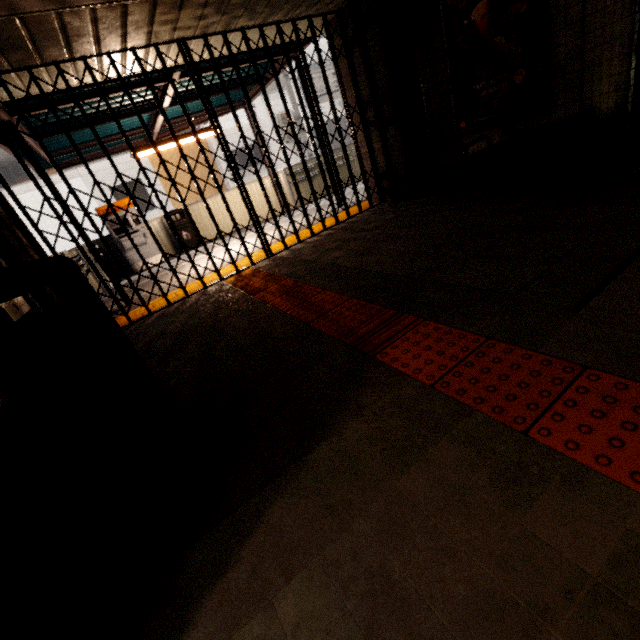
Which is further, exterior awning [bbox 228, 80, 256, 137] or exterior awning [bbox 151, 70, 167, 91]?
exterior awning [bbox 228, 80, 256, 137]

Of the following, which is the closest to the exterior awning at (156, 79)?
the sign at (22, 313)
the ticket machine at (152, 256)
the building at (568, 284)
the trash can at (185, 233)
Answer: the ticket machine at (152, 256)

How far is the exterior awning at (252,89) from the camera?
7.3 meters

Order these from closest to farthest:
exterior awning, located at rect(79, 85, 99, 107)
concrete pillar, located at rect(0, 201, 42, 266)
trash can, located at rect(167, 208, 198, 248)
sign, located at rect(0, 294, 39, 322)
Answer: sign, located at rect(0, 294, 39, 322), concrete pillar, located at rect(0, 201, 42, 266), exterior awning, located at rect(79, 85, 99, 107), trash can, located at rect(167, 208, 198, 248)

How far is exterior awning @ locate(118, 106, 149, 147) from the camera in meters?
6.3

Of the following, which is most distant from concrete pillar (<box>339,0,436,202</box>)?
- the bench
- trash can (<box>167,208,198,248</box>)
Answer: trash can (<box>167,208,198,248</box>)

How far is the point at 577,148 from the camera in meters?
3.9
